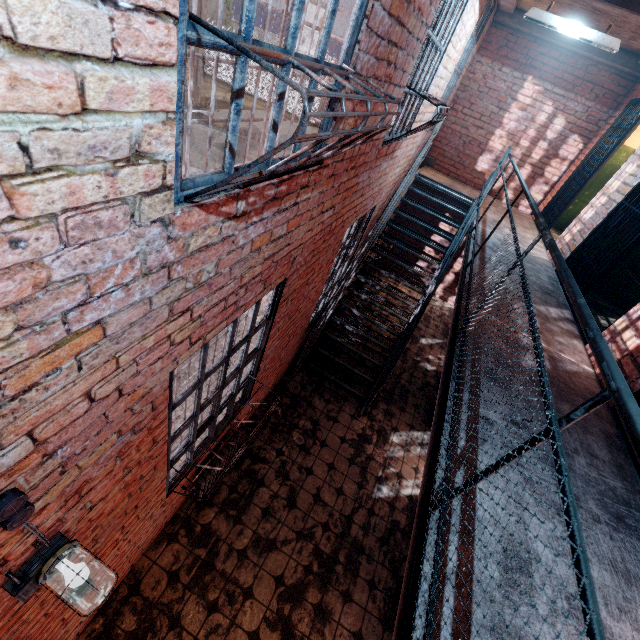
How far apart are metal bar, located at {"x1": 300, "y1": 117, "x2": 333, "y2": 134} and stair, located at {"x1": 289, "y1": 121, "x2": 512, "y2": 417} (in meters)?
2.55

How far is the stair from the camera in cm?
536

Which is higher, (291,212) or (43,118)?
(43,118)

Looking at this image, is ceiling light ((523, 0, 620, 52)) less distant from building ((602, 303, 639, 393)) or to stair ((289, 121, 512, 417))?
building ((602, 303, 639, 393))

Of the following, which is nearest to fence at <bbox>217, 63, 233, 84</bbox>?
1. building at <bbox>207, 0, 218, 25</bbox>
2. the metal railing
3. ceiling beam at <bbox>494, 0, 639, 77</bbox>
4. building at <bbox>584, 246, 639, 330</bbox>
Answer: building at <bbox>207, 0, 218, 25</bbox>

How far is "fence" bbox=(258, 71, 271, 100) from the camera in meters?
25.9 m

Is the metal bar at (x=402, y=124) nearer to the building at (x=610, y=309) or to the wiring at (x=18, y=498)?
the building at (x=610, y=309)

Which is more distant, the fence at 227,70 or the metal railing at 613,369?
the fence at 227,70
